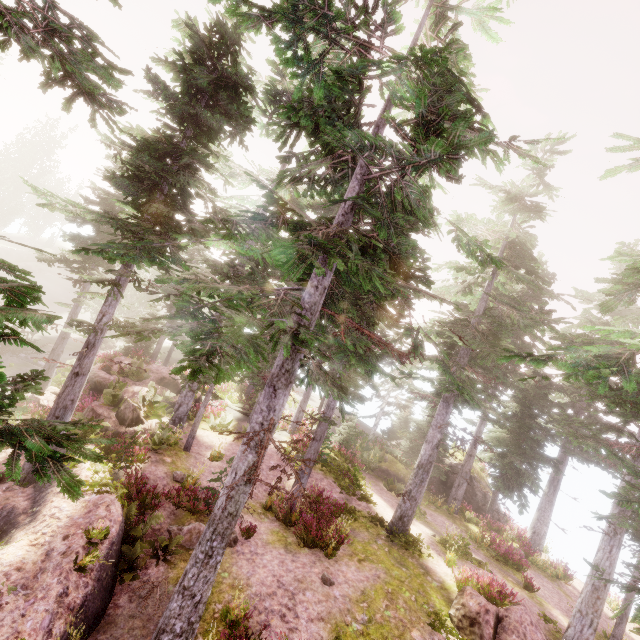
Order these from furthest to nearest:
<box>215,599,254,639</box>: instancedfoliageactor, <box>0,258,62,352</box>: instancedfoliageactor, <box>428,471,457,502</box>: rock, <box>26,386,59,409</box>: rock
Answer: <box>428,471,457,502</box>: rock → <box>26,386,59,409</box>: rock → <box>215,599,254,639</box>: instancedfoliageactor → <box>0,258,62,352</box>: instancedfoliageactor

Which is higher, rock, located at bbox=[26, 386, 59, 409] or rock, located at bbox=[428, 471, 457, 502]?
rock, located at bbox=[428, 471, 457, 502]

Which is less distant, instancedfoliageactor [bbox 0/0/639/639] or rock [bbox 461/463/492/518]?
instancedfoliageactor [bbox 0/0/639/639]

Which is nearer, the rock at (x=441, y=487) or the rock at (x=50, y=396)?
the rock at (x=50, y=396)

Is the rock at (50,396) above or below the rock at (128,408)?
below

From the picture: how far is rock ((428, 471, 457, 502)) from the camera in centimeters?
2516cm

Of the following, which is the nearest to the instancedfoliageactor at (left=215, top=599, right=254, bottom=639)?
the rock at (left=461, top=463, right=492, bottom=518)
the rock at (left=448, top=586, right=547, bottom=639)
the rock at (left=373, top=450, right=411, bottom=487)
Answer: the rock at (left=461, top=463, right=492, bottom=518)

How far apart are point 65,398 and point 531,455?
27.25m
